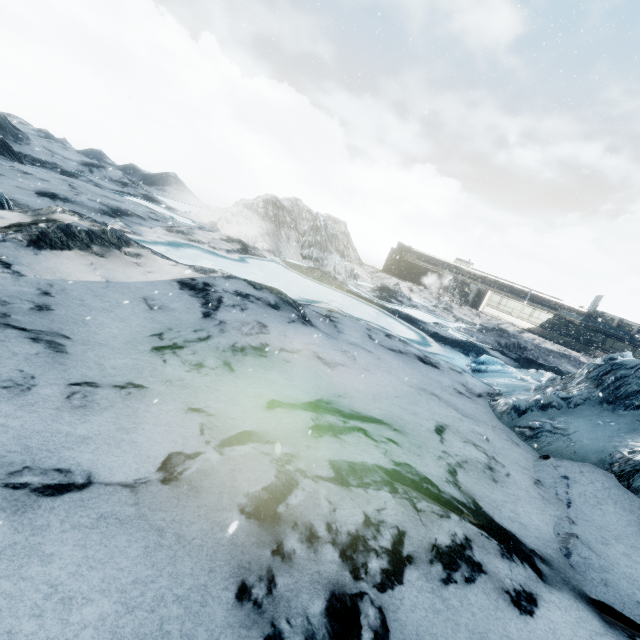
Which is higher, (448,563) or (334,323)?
(448,563)
